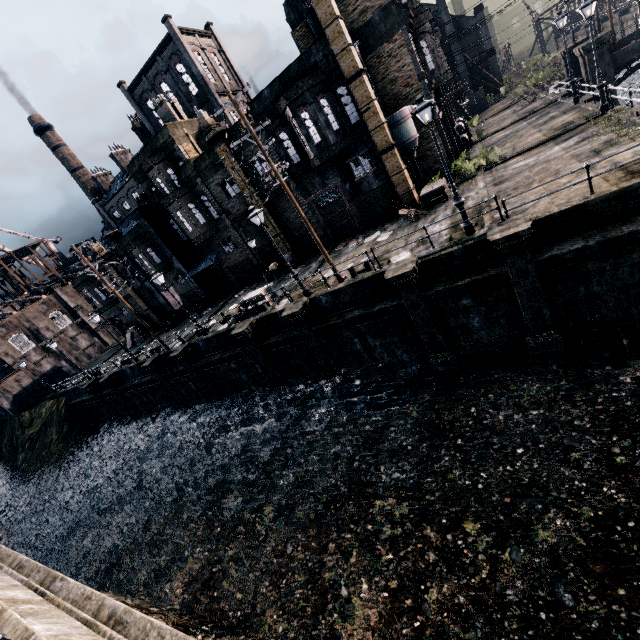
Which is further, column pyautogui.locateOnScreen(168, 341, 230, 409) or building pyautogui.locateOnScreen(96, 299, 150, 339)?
building pyautogui.locateOnScreen(96, 299, 150, 339)

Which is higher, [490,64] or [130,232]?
[130,232]

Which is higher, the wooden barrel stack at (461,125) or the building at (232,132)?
the building at (232,132)

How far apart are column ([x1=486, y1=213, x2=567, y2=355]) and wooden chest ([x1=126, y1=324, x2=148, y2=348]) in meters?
41.2

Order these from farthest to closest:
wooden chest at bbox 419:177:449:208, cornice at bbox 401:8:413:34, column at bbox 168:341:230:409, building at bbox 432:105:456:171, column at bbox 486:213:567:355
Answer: column at bbox 168:341:230:409 → building at bbox 432:105:456:171 → cornice at bbox 401:8:413:34 → wooden chest at bbox 419:177:449:208 → column at bbox 486:213:567:355

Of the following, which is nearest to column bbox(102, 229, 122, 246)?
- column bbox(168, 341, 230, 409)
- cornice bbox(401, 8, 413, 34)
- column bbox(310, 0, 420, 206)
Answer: column bbox(168, 341, 230, 409)

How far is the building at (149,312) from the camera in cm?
3688

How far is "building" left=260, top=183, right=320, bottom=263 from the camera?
26.5m
